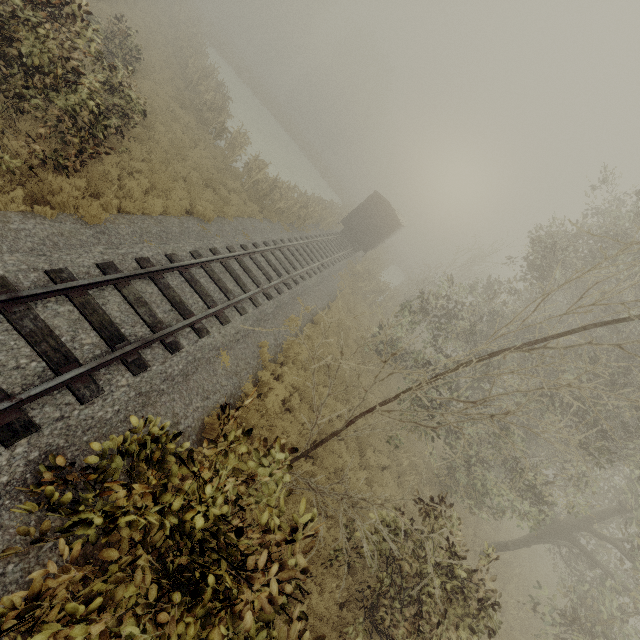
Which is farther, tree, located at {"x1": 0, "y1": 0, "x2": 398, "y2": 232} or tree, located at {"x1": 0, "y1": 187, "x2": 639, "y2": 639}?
tree, located at {"x1": 0, "y1": 0, "x2": 398, "y2": 232}

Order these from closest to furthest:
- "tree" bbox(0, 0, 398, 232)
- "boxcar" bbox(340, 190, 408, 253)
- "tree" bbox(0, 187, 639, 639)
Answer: "tree" bbox(0, 187, 639, 639) < "tree" bbox(0, 0, 398, 232) < "boxcar" bbox(340, 190, 408, 253)

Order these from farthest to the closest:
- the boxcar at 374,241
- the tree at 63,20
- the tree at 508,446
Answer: the boxcar at 374,241, the tree at 63,20, the tree at 508,446

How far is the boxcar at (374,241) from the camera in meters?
25.4

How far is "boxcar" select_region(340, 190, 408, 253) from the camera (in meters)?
25.38

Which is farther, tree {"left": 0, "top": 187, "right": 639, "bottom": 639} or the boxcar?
the boxcar

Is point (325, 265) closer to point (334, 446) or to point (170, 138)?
point (170, 138)
